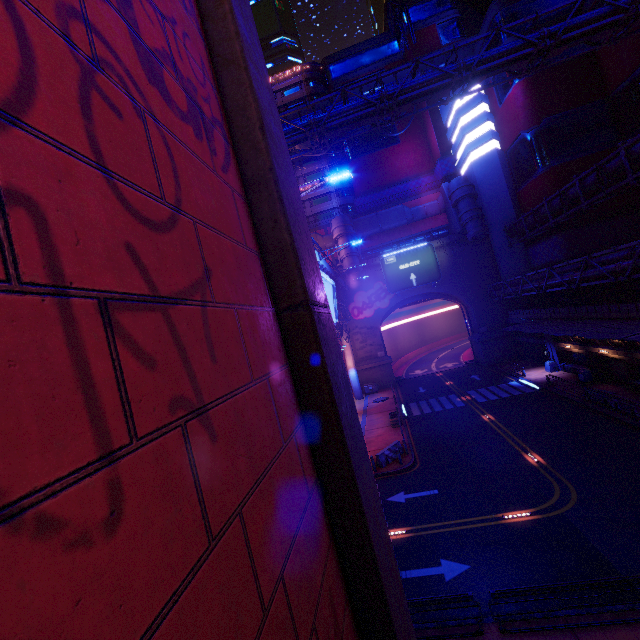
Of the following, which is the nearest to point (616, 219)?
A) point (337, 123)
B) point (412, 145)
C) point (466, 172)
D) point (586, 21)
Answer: point (466, 172)

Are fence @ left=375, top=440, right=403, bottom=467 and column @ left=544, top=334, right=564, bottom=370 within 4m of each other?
no

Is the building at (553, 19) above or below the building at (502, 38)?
below

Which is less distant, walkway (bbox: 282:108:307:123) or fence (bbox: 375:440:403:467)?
fence (bbox: 375:440:403:467)

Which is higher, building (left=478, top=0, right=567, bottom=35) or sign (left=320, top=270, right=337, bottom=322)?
building (left=478, top=0, right=567, bottom=35)

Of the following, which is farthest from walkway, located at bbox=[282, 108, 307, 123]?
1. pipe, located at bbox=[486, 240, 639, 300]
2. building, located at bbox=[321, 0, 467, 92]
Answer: pipe, located at bbox=[486, 240, 639, 300]

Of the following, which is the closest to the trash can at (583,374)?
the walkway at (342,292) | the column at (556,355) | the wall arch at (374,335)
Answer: the column at (556,355)

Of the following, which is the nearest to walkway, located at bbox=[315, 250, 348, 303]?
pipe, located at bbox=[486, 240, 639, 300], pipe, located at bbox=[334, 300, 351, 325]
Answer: pipe, located at bbox=[334, 300, 351, 325]
